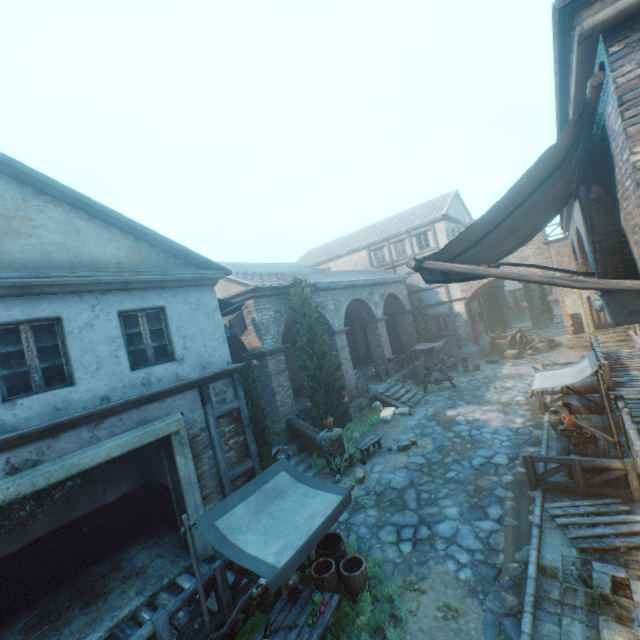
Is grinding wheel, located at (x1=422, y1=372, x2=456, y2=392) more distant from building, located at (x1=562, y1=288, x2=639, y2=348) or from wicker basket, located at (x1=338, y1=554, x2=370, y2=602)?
wicker basket, located at (x1=338, y1=554, x2=370, y2=602)

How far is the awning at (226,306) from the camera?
10.4 meters

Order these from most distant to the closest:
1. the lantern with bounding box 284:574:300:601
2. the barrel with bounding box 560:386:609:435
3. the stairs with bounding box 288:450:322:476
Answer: the stairs with bounding box 288:450:322:476, the barrel with bounding box 560:386:609:435, the lantern with bounding box 284:574:300:601

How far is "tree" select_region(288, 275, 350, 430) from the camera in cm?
1305

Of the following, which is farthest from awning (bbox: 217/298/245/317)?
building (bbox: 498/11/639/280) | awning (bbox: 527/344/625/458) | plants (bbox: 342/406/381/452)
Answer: awning (bbox: 527/344/625/458)

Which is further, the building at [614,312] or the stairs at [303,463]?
the stairs at [303,463]

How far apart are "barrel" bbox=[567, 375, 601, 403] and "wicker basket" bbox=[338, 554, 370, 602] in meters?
8.4 m

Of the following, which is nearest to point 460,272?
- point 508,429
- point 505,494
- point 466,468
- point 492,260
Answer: point 492,260
